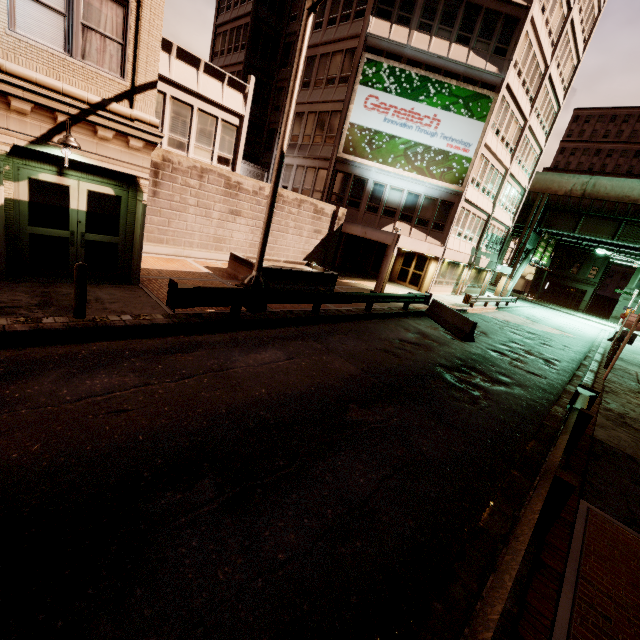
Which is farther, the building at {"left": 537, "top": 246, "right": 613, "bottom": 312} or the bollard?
the building at {"left": 537, "top": 246, "right": 613, "bottom": 312}

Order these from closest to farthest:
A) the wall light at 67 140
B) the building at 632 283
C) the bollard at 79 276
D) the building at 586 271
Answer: the bollard at 79 276 → the wall light at 67 140 → the building at 632 283 → the building at 586 271

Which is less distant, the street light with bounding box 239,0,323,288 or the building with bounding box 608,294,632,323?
the street light with bounding box 239,0,323,288

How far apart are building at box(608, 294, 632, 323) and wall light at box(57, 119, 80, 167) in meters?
65.3

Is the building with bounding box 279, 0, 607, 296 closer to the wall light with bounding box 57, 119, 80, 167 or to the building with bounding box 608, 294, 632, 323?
the wall light with bounding box 57, 119, 80, 167

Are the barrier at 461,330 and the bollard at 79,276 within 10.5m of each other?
no

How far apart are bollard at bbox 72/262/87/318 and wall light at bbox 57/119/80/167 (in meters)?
2.96

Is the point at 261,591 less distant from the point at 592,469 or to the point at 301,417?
the point at 301,417
